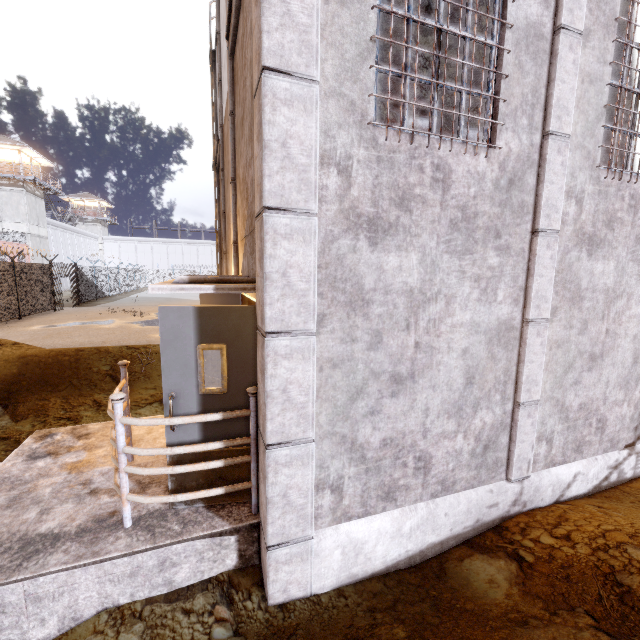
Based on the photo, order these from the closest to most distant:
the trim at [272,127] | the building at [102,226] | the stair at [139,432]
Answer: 1. the trim at [272,127]
2. the stair at [139,432]
3. the building at [102,226]

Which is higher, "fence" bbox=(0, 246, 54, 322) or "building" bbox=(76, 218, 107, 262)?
"building" bbox=(76, 218, 107, 262)

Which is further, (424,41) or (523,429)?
(424,41)

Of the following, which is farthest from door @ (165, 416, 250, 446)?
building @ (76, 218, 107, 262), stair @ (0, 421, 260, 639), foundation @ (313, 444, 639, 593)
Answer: building @ (76, 218, 107, 262)

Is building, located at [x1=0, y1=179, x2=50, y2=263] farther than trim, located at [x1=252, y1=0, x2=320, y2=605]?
Yes

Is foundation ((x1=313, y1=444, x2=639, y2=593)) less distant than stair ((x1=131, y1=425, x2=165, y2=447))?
Yes

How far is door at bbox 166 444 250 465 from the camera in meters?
3.3

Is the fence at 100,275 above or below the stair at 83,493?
above
